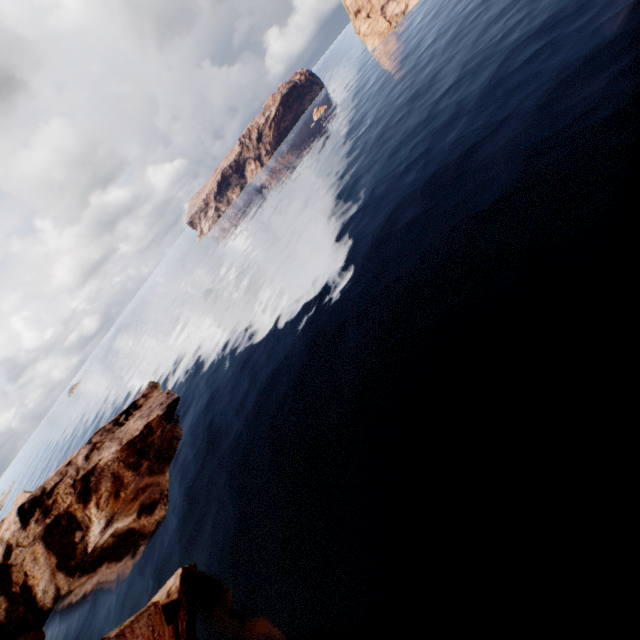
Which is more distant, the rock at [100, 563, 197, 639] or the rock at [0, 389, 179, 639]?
the rock at [0, 389, 179, 639]

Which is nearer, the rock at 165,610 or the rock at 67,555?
the rock at 165,610

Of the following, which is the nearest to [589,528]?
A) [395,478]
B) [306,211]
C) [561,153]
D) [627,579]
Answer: [627,579]
